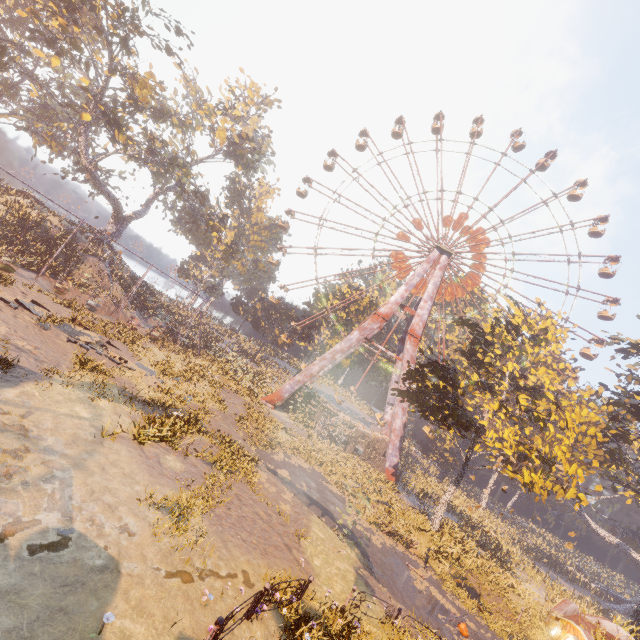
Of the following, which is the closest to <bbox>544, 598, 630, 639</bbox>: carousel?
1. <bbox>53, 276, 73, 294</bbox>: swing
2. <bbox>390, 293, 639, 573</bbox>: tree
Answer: <bbox>390, 293, 639, 573</bbox>: tree

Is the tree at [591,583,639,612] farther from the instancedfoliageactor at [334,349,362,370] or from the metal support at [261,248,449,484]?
the instancedfoliageactor at [334,349,362,370]

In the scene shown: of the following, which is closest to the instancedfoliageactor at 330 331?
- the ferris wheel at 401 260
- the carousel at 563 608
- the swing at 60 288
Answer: the ferris wheel at 401 260

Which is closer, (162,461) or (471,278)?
(162,461)

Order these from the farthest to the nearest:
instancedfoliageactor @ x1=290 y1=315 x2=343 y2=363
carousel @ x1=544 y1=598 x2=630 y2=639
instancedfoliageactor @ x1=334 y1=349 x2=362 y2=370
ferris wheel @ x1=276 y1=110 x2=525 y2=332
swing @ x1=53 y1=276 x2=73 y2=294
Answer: instancedfoliageactor @ x1=334 y1=349 x2=362 y2=370 < instancedfoliageactor @ x1=290 y1=315 x2=343 y2=363 < ferris wheel @ x1=276 y1=110 x2=525 y2=332 < swing @ x1=53 y1=276 x2=73 y2=294 < carousel @ x1=544 y1=598 x2=630 y2=639

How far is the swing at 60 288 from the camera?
26.0m

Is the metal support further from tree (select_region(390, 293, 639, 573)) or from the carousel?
the carousel

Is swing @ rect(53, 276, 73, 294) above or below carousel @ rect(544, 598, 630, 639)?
below
